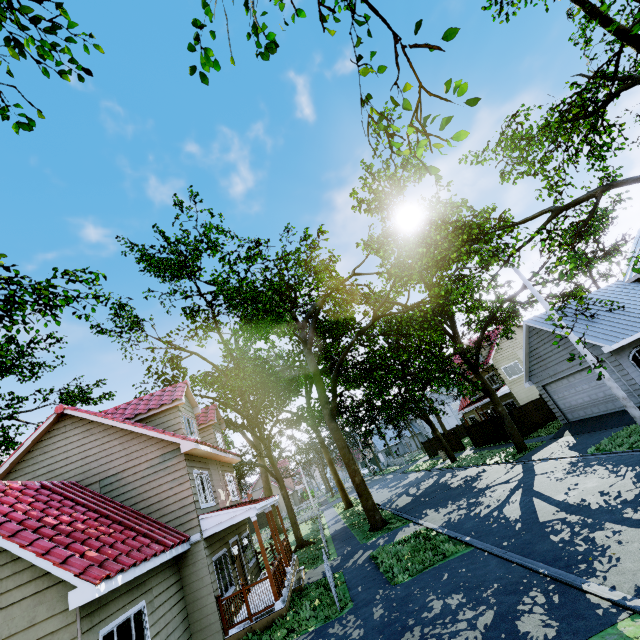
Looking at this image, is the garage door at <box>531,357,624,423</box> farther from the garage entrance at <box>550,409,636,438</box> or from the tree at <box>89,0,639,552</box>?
the tree at <box>89,0,639,552</box>

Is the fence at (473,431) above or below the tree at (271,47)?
below

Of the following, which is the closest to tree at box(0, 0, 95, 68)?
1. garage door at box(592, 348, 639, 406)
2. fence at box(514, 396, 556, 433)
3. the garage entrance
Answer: fence at box(514, 396, 556, 433)

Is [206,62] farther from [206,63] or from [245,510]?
[245,510]

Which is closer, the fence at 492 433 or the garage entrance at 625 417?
the garage entrance at 625 417

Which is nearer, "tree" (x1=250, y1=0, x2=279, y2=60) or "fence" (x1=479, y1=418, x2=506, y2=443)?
"tree" (x1=250, y1=0, x2=279, y2=60)

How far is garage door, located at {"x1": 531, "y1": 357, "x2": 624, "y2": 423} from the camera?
16.8 meters

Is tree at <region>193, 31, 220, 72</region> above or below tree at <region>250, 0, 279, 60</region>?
below
